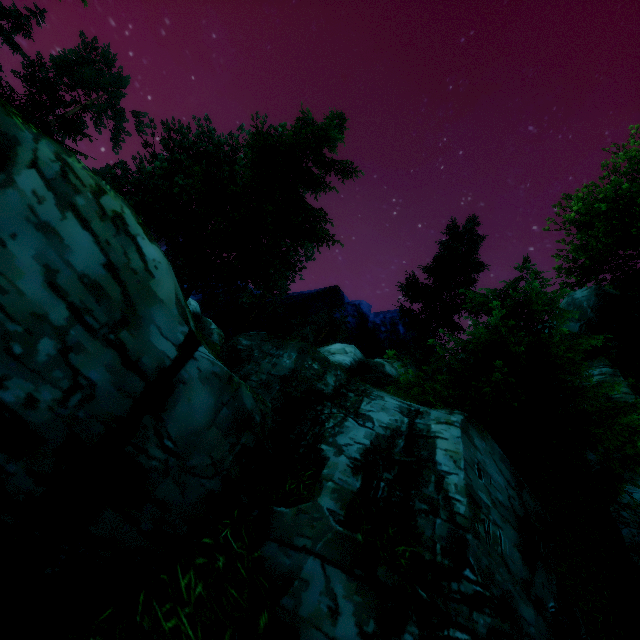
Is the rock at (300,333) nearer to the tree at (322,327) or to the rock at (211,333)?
the tree at (322,327)

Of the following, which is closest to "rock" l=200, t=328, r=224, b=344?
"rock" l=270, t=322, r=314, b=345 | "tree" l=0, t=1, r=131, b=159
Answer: "tree" l=0, t=1, r=131, b=159

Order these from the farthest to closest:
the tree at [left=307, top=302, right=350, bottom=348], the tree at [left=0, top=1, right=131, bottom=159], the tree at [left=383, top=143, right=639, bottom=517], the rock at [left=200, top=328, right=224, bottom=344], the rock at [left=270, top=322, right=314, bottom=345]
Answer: the tree at [left=307, top=302, right=350, bottom=348] < the rock at [left=200, top=328, right=224, bottom=344] < the rock at [left=270, top=322, right=314, bottom=345] < the tree at [left=0, top=1, right=131, bottom=159] < the tree at [left=383, top=143, right=639, bottom=517]

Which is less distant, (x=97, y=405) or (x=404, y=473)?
(x=97, y=405)

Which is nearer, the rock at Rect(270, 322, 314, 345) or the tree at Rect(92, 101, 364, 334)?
the tree at Rect(92, 101, 364, 334)

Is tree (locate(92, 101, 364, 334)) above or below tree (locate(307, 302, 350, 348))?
below
